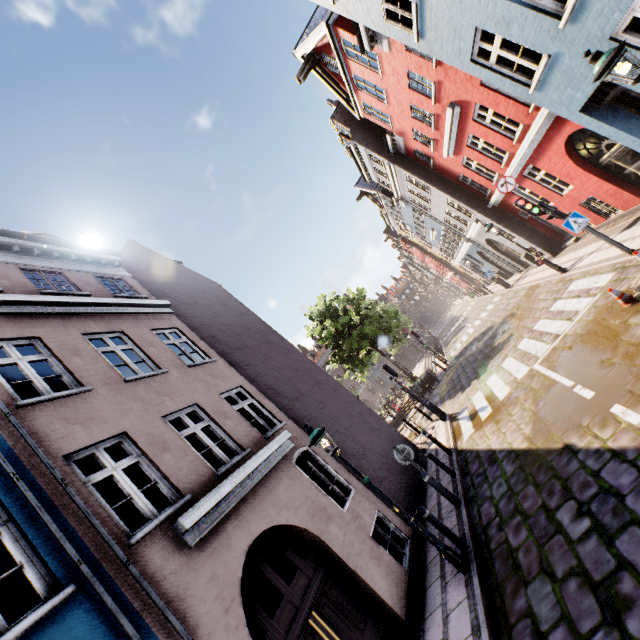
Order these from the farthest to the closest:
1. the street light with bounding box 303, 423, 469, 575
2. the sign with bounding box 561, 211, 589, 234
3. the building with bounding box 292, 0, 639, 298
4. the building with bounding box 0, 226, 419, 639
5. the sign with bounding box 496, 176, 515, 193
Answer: the sign with bounding box 496, 176, 515, 193
the sign with bounding box 561, 211, 589, 234
the building with bounding box 292, 0, 639, 298
the street light with bounding box 303, 423, 469, 575
the building with bounding box 0, 226, 419, 639

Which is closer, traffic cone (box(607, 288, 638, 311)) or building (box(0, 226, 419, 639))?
building (box(0, 226, 419, 639))

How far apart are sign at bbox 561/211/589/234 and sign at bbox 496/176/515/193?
1.7 meters

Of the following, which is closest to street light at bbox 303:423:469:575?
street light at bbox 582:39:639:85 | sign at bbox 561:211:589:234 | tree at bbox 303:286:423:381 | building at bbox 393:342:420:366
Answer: street light at bbox 582:39:639:85

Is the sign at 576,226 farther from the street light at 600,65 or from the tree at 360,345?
the tree at 360,345

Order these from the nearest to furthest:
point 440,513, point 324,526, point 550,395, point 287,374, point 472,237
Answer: point 324,526 → point 550,395 → point 440,513 → point 287,374 → point 472,237

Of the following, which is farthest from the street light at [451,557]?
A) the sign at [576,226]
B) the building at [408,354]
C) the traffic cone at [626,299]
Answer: the building at [408,354]

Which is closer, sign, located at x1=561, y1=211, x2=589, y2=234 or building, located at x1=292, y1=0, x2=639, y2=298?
building, located at x1=292, y1=0, x2=639, y2=298
